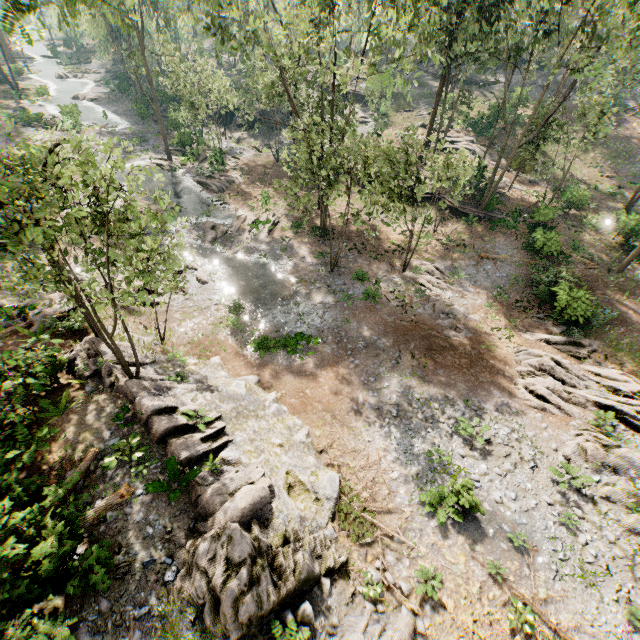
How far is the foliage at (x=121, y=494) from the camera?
9.35m

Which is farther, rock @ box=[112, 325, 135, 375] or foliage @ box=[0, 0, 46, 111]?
rock @ box=[112, 325, 135, 375]

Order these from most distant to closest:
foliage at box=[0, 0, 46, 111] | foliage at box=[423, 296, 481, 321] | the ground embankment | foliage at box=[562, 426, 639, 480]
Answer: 1. the ground embankment
2. foliage at box=[423, 296, 481, 321]
3. foliage at box=[562, 426, 639, 480]
4. foliage at box=[0, 0, 46, 111]

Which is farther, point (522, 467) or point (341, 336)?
point (341, 336)

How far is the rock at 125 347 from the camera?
14.6m

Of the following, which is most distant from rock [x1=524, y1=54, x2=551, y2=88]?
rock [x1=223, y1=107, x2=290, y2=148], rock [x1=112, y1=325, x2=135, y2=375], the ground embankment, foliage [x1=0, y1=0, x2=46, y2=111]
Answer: rock [x1=112, y1=325, x2=135, y2=375]

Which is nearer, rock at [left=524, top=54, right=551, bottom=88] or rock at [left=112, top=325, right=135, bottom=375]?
rock at [left=112, top=325, right=135, bottom=375]
